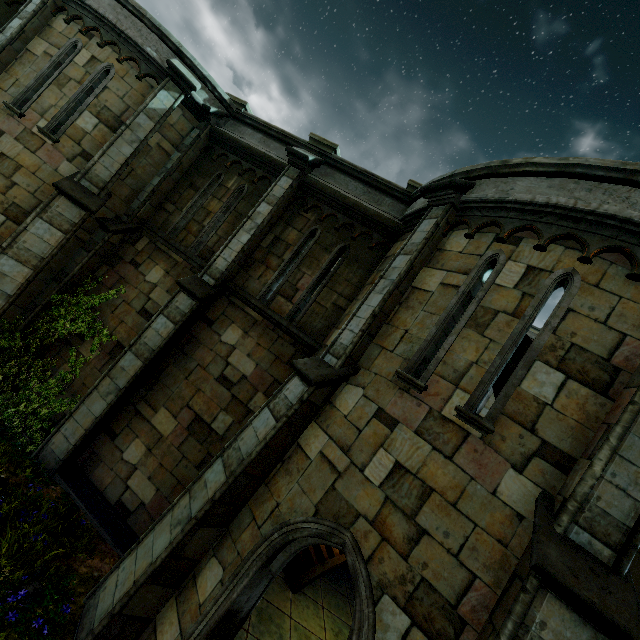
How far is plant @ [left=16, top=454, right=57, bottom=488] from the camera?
6.66m

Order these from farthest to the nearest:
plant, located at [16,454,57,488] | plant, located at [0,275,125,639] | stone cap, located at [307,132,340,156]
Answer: Result:
1. stone cap, located at [307,132,340,156]
2. plant, located at [16,454,57,488]
3. plant, located at [0,275,125,639]

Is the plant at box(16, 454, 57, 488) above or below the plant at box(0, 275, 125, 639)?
below

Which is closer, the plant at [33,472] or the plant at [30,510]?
the plant at [30,510]

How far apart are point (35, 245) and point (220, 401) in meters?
6.2 m

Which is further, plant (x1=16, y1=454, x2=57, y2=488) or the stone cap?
the stone cap

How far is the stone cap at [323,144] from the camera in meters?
8.8 m

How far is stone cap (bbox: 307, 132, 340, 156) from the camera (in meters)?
8.75
